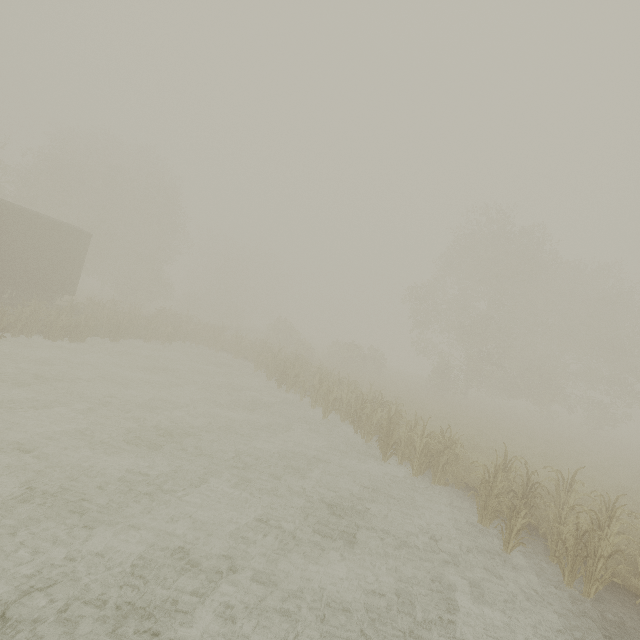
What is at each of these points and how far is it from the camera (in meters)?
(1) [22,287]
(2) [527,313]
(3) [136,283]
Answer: (1) boxcar, 15.77
(2) tree, 28.88
(3) tree, 36.00

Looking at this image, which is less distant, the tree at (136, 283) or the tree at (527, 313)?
the tree at (136, 283)

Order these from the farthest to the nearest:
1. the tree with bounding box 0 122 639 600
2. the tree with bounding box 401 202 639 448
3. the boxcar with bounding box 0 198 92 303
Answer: the tree with bounding box 401 202 639 448 → the boxcar with bounding box 0 198 92 303 → the tree with bounding box 0 122 639 600

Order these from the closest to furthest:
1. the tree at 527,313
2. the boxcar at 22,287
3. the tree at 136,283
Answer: the tree at 136,283 → the boxcar at 22,287 → the tree at 527,313

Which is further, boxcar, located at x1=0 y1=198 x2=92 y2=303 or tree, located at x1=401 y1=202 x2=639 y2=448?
tree, located at x1=401 y1=202 x2=639 y2=448

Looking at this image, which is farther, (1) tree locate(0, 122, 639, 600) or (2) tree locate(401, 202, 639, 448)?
(2) tree locate(401, 202, 639, 448)
